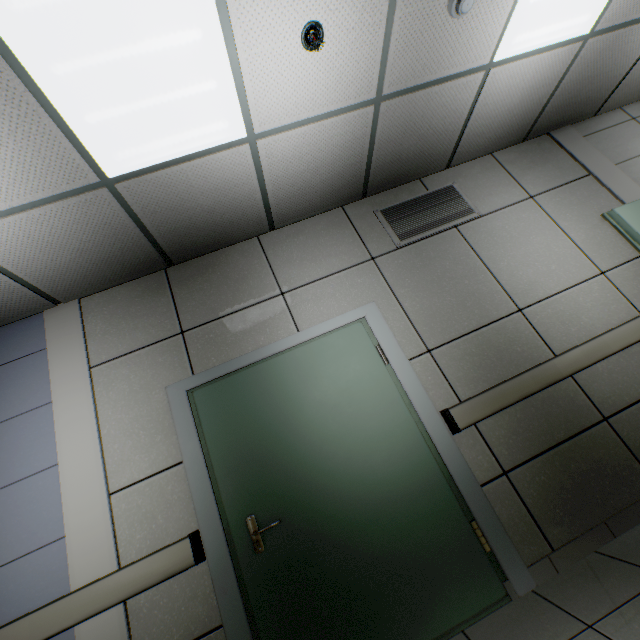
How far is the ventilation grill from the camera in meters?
3.1

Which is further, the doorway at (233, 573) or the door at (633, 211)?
the door at (633, 211)

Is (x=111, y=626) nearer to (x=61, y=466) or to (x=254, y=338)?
(x=61, y=466)

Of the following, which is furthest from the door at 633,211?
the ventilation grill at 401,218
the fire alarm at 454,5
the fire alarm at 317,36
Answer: the fire alarm at 317,36

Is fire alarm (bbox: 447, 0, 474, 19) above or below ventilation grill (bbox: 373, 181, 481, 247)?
above

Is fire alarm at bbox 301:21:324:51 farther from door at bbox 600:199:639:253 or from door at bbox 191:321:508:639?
door at bbox 600:199:639:253

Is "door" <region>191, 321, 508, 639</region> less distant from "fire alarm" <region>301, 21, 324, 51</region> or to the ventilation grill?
the ventilation grill

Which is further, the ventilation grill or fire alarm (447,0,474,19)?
the ventilation grill
